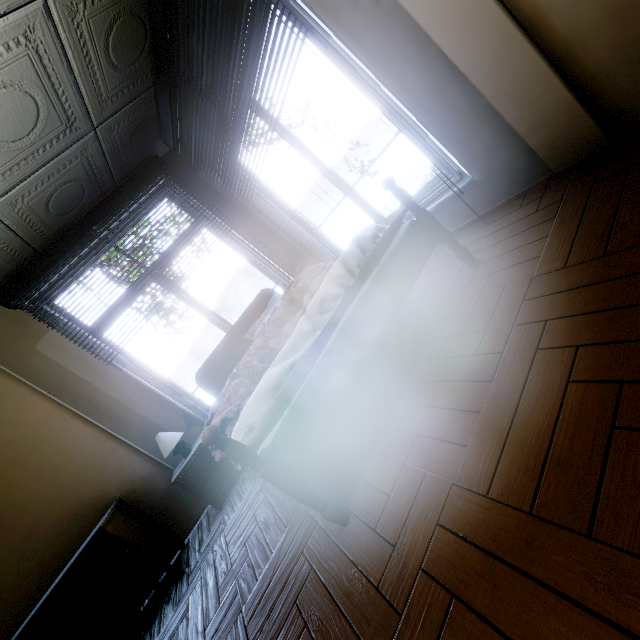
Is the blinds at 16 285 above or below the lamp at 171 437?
above

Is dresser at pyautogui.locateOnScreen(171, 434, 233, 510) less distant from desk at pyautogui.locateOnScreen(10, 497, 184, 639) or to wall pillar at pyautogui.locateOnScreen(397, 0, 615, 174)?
desk at pyautogui.locateOnScreen(10, 497, 184, 639)

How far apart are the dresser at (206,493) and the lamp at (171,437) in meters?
0.2 m

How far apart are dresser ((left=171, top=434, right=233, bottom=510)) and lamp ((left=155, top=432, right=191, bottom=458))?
0.2m

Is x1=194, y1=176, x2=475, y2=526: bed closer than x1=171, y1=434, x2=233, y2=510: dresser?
Yes

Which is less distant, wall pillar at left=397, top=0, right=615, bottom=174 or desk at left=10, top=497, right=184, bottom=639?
wall pillar at left=397, top=0, right=615, bottom=174

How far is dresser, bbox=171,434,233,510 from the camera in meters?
2.9

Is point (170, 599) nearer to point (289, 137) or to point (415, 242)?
point (415, 242)
